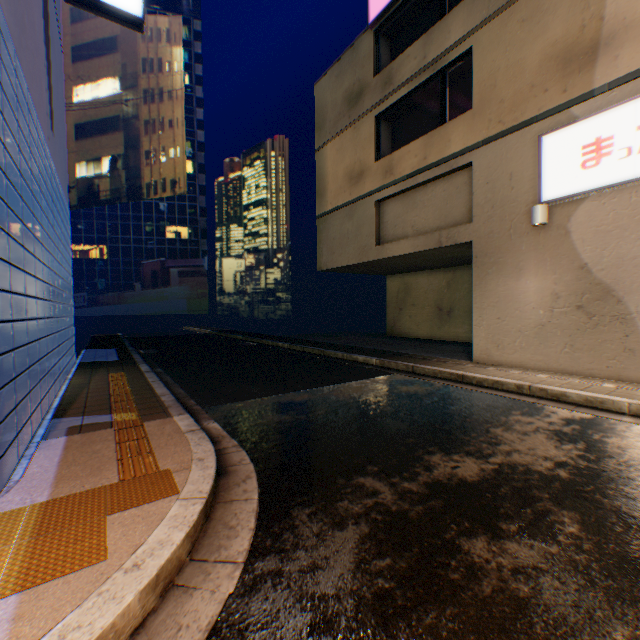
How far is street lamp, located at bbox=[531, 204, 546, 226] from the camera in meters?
6.9

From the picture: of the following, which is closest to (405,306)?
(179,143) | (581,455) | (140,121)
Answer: (581,455)

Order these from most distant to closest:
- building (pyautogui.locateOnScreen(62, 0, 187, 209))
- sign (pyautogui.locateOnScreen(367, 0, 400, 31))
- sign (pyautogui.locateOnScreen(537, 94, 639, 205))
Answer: building (pyautogui.locateOnScreen(62, 0, 187, 209)), sign (pyautogui.locateOnScreen(367, 0, 400, 31)), sign (pyautogui.locateOnScreen(537, 94, 639, 205))

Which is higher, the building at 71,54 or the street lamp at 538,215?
the building at 71,54

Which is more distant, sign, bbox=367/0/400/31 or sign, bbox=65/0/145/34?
sign, bbox=367/0/400/31

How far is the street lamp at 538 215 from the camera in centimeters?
691cm

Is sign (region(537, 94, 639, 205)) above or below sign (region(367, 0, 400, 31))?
below

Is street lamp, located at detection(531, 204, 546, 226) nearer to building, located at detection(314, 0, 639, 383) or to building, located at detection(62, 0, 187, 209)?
building, located at detection(314, 0, 639, 383)
